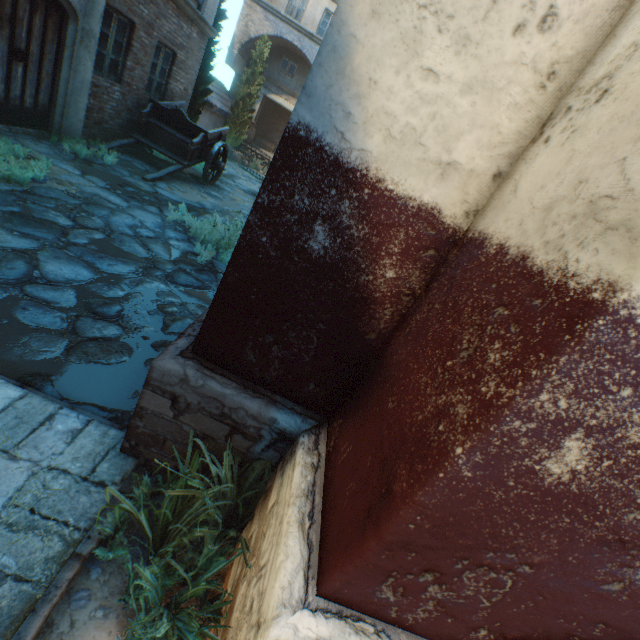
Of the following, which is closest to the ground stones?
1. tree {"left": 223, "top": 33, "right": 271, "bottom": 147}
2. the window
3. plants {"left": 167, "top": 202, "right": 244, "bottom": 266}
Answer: plants {"left": 167, "top": 202, "right": 244, "bottom": 266}

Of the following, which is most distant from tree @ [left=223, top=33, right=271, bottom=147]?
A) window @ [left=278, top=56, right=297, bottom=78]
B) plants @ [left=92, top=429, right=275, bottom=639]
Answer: plants @ [left=92, top=429, right=275, bottom=639]

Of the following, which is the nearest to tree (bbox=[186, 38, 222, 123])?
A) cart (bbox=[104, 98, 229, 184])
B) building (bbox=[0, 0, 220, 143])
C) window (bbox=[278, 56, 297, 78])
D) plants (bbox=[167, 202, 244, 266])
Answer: building (bbox=[0, 0, 220, 143])

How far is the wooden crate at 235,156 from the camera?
17.6 meters

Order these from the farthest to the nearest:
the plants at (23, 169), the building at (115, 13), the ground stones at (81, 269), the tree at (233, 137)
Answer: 1. the tree at (233, 137)
2. the building at (115, 13)
3. the plants at (23, 169)
4. the ground stones at (81, 269)

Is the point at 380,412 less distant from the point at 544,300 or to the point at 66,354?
the point at 544,300

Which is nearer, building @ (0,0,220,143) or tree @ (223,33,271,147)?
building @ (0,0,220,143)

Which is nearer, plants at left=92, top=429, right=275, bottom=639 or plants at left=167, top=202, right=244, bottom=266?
plants at left=92, top=429, right=275, bottom=639
